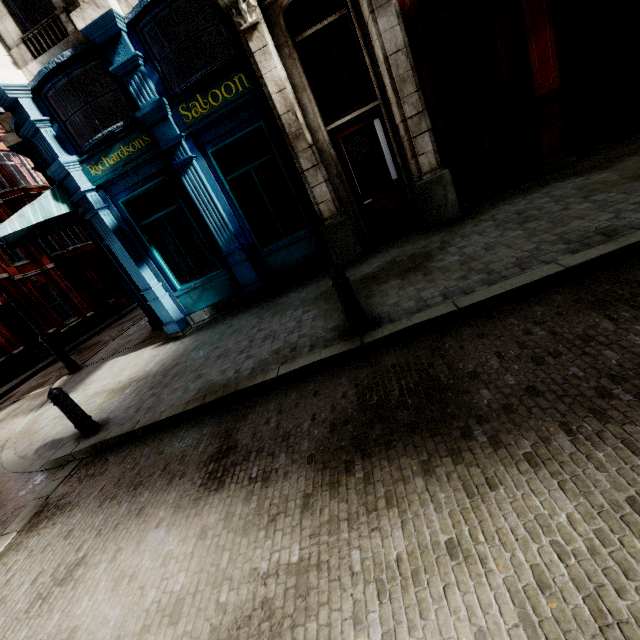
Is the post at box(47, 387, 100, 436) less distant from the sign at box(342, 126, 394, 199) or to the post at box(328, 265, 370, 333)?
the post at box(328, 265, 370, 333)

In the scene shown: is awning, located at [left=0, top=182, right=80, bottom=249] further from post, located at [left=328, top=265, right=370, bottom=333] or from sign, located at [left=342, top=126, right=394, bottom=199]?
post, located at [left=328, top=265, right=370, bottom=333]

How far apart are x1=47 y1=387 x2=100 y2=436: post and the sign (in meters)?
7.22

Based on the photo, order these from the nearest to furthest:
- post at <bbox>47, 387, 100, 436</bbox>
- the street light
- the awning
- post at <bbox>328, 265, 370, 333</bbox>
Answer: post at <bbox>328, 265, 370, 333</bbox>
post at <bbox>47, 387, 100, 436</bbox>
the awning
the street light

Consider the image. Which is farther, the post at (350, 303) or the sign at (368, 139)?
the sign at (368, 139)

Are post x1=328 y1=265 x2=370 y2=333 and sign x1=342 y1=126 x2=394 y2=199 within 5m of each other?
yes

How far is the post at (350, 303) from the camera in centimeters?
418cm

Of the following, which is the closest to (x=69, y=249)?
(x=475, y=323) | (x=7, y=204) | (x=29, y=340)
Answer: (x=7, y=204)
